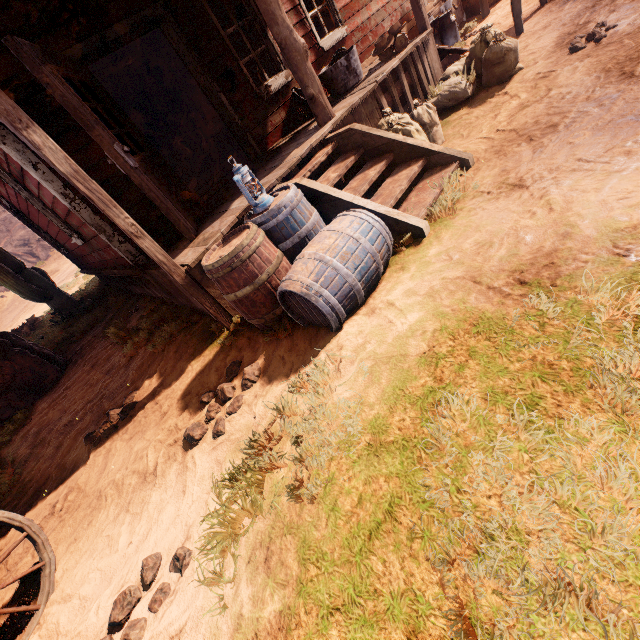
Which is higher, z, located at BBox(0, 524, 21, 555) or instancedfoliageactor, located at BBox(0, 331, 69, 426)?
instancedfoliageactor, located at BBox(0, 331, 69, 426)

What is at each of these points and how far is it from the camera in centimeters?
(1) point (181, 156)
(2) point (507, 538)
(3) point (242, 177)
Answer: (1) barrel, 1095cm
(2) z, 123cm
(3) lantern, 292cm

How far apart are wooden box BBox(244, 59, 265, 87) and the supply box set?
0.7 meters

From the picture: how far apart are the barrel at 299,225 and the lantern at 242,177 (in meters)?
0.06

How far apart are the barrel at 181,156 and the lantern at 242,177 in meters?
9.6 m

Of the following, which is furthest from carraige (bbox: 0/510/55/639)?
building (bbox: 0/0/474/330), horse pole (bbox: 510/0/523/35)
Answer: horse pole (bbox: 510/0/523/35)

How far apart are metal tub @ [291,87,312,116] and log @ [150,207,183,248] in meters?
3.2 m

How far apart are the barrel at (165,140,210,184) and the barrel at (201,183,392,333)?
9.41m
